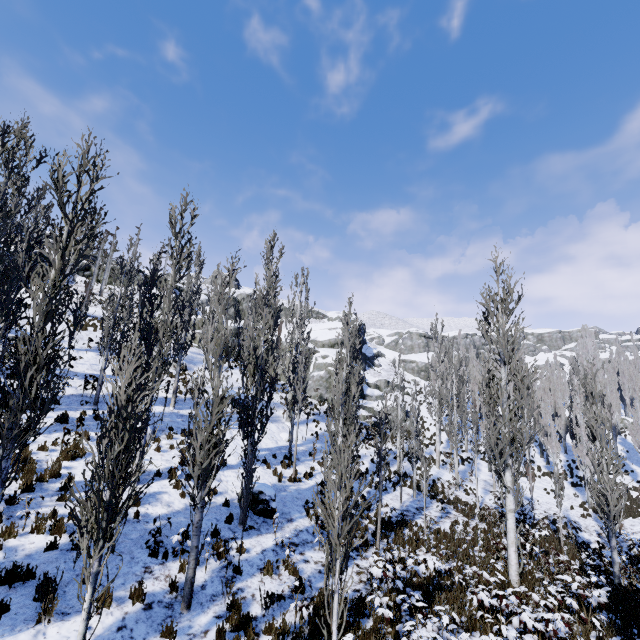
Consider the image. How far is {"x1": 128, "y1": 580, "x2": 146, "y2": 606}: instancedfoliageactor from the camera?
6.9m

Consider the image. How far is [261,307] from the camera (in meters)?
12.29

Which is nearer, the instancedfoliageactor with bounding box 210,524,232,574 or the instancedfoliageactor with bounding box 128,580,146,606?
the instancedfoliageactor with bounding box 128,580,146,606

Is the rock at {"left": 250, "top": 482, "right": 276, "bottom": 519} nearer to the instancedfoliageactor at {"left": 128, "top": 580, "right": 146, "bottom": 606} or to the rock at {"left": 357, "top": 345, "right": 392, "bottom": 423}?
the instancedfoliageactor at {"left": 128, "top": 580, "right": 146, "bottom": 606}

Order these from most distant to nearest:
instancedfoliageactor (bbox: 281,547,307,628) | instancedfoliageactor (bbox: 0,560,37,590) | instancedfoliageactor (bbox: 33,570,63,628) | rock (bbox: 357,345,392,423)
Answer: rock (bbox: 357,345,392,423)
instancedfoliageactor (bbox: 281,547,307,628)
instancedfoliageactor (bbox: 0,560,37,590)
instancedfoliageactor (bbox: 33,570,63,628)

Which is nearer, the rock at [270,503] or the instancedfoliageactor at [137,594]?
the instancedfoliageactor at [137,594]

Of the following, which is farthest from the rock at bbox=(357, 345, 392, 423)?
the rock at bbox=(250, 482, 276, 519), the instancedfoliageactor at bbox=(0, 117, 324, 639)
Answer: the rock at bbox=(250, 482, 276, 519)

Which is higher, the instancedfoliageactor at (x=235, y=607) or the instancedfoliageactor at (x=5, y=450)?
the instancedfoliageactor at (x=5, y=450)
